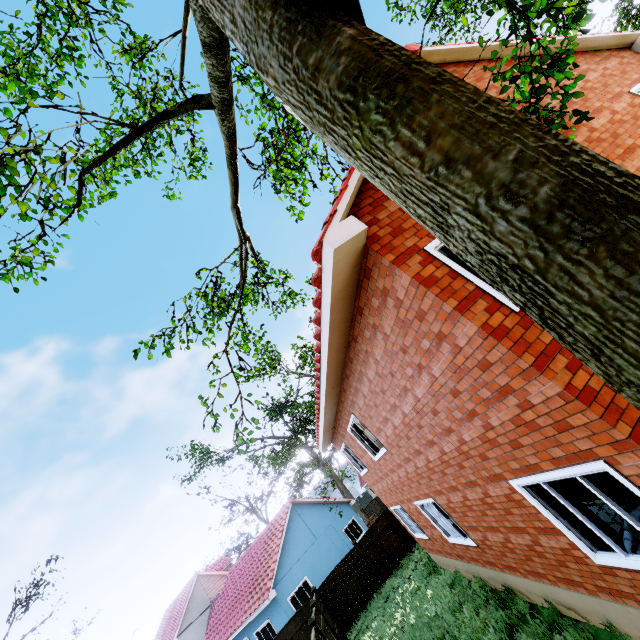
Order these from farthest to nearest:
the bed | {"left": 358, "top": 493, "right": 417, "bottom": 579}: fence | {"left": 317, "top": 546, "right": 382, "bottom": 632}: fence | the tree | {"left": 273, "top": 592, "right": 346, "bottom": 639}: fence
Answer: {"left": 358, "top": 493, "right": 417, "bottom": 579}: fence, {"left": 317, "top": 546, "right": 382, "bottom": 632}: fence, {"left": 273, "top": 592, "right": 346, "bottom": 639}: fence, the bed, the tree

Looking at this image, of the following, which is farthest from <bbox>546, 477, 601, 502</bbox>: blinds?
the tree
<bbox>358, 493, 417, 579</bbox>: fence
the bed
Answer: the tree

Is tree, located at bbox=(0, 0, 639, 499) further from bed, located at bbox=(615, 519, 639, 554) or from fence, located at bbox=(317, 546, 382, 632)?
bed, located at bbox=(615, 519, 639, 554)

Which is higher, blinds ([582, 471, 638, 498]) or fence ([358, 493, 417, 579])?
blinds ([582, 471, 638, 498])

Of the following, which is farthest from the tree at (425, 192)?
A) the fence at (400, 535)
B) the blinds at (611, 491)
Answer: the blinds at (611, 491)

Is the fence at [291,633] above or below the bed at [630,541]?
above

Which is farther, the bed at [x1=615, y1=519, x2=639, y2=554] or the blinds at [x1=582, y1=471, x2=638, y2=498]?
the bed at [x1=615, y1=519, x2=639, y2=554]

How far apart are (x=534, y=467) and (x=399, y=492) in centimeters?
752cm
